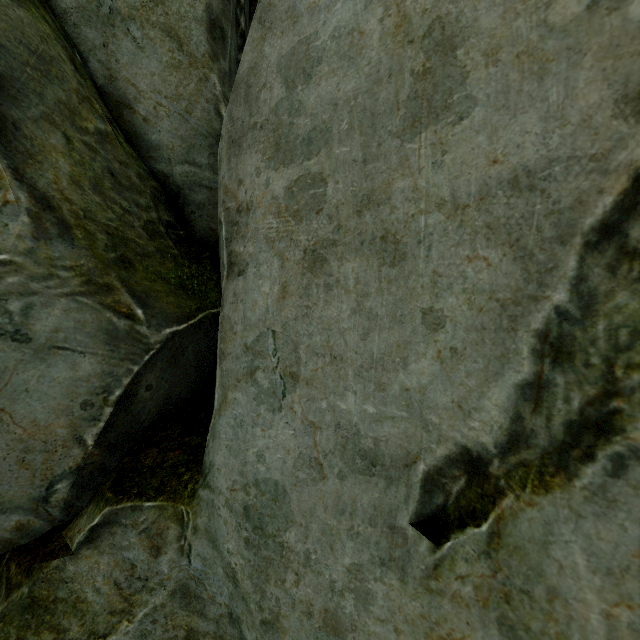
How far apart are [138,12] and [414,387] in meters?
2.8 m
